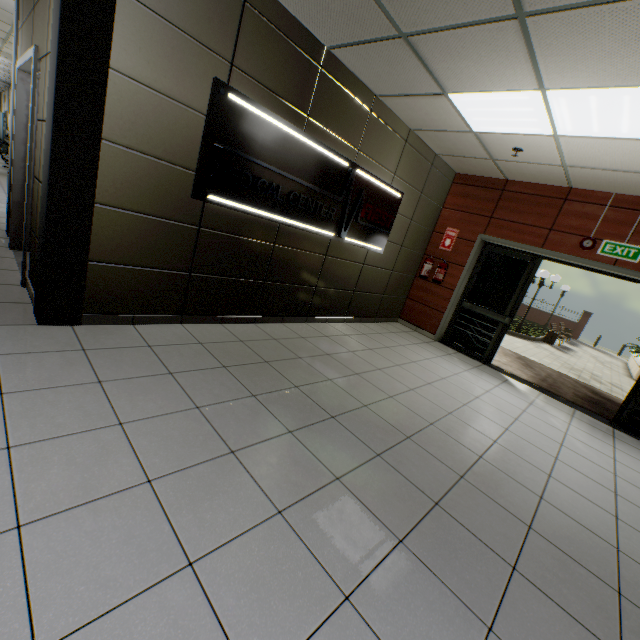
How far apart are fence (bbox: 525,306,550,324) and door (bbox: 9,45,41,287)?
29.0m

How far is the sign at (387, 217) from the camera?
3.1 meters

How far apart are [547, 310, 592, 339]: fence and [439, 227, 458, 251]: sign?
23.9m

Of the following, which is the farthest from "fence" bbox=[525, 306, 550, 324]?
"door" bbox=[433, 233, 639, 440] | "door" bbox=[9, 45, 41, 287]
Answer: "door" bbox=[9, 45, 41, 287]

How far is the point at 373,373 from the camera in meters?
4.0 m

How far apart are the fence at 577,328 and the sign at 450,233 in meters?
23.9

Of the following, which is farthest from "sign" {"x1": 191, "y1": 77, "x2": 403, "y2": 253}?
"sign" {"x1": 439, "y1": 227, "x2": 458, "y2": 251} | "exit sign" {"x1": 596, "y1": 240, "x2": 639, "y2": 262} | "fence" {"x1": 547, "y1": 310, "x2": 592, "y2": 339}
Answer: "fence" {"x1": 547, "y1": 310, "x2": 592, "y2": 339}

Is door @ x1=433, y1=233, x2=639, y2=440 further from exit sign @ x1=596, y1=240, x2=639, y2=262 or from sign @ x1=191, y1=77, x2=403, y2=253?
sign @ x1=191, y1=77, x2=403, y2=253
